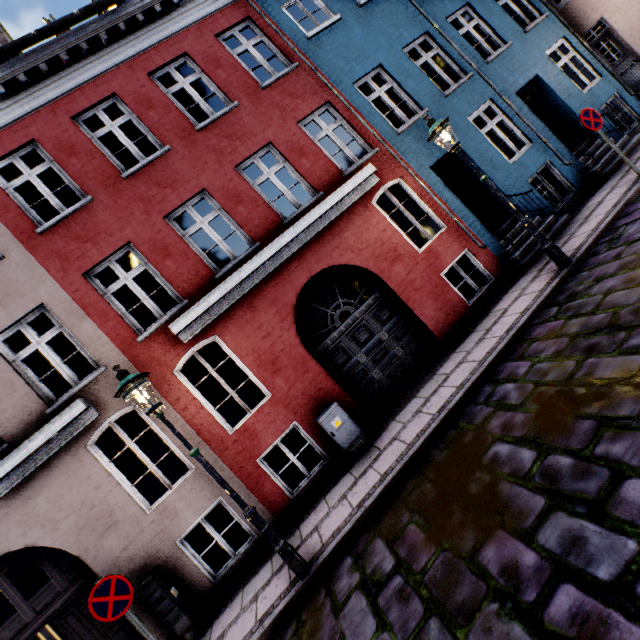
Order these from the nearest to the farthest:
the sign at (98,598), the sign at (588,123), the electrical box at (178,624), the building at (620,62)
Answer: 1. the sign at (98,598)
2. the electrical box at (178,624)
3. the building at (620,62)
4. the sign at (588,123)

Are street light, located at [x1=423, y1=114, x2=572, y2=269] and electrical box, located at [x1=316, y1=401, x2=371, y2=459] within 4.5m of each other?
no

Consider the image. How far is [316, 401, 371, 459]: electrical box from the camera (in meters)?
6.39

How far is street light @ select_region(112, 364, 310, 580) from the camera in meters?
4.4 m

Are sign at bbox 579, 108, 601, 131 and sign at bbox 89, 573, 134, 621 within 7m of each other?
no

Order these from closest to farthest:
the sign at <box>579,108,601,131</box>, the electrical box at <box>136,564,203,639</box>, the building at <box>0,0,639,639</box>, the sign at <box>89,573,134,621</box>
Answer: the sign at <box>89,573,134,621</box> < the electrical box at <box>136,564,203,639</box> < the building at <box>0,0,639,639</box> < the sign at <box>579,108,601,131</box>

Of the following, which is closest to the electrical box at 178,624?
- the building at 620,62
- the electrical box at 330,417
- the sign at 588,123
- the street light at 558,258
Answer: the building at 620,62

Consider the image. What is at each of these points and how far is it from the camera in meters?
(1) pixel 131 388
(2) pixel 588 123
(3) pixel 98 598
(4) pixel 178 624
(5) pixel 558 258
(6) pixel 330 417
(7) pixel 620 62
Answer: (1) street light, 4.4
(2) sign, 6.8
(3) sign, 4.2
(4) electrical box, 5.4
(5) street light, 6.1
(6) electrical box, 6.4
(7) building, 10.8
